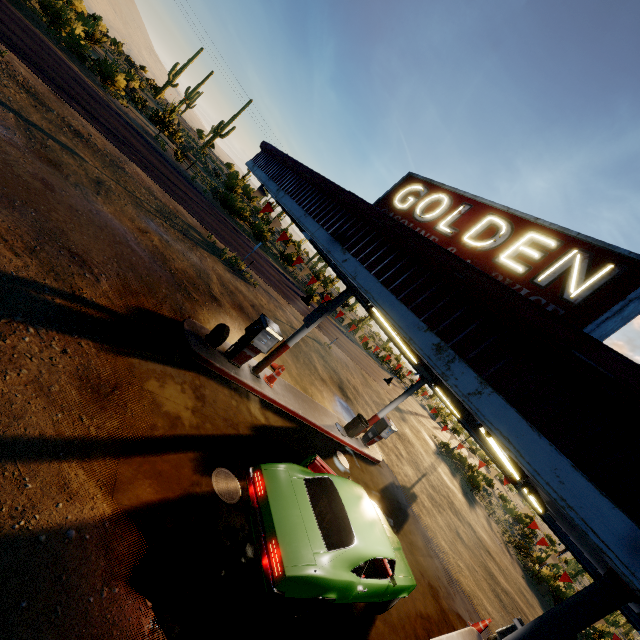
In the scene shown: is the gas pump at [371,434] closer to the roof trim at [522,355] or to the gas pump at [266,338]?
the roof trim at [522,355]

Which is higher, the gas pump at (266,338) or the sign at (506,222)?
the sign at (506,222)

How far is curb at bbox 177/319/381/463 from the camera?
8.0m

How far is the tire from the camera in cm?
821

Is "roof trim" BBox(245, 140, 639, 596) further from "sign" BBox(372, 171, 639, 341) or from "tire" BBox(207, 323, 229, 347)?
"tire" BBox(207, 323, 229, 347)

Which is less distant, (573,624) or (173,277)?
(573,624)

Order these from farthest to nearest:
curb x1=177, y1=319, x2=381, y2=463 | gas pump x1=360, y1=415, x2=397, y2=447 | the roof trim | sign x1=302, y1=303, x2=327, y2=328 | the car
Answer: gas pump x1=360, y1=415, x2=397, y2=447 < sign x1=302, y1=303, x2=327, y2=328 < curb x1=177, y1=319, x2=381, y2=463 < the car < the roof trim

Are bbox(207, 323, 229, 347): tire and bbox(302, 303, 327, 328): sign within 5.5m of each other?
yes
